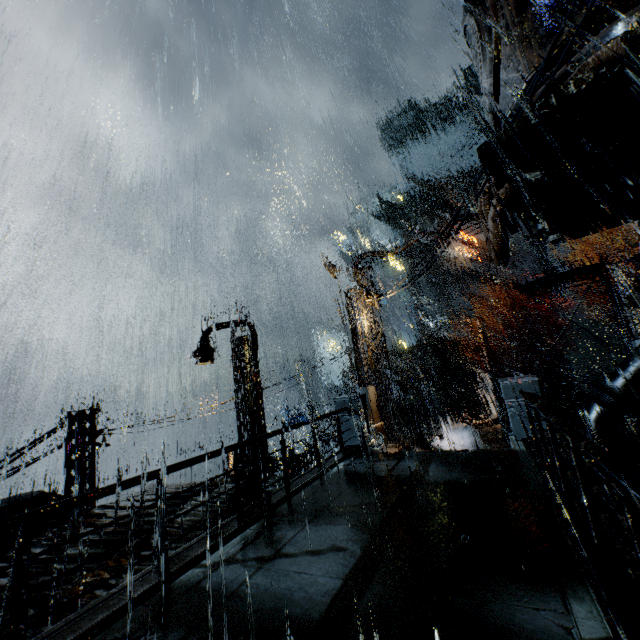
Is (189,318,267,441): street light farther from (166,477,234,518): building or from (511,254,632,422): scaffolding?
(511,254,632,422): scaffolding

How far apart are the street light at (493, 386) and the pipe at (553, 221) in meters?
11.5

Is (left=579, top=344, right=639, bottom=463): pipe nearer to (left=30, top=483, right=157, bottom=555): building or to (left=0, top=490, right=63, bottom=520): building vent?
(left=30, top=483, right=157, bottom=555): building

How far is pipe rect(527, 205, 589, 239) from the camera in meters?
10.2

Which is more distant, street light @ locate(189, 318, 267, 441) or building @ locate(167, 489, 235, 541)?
street light @ locate(189, 318, 267, 441)

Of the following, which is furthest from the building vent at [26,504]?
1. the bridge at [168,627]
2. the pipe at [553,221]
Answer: the pipe at [553,221]

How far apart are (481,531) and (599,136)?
7.9 meters

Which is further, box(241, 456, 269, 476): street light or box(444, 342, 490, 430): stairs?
box(444, 342, 490, 430): stairs
